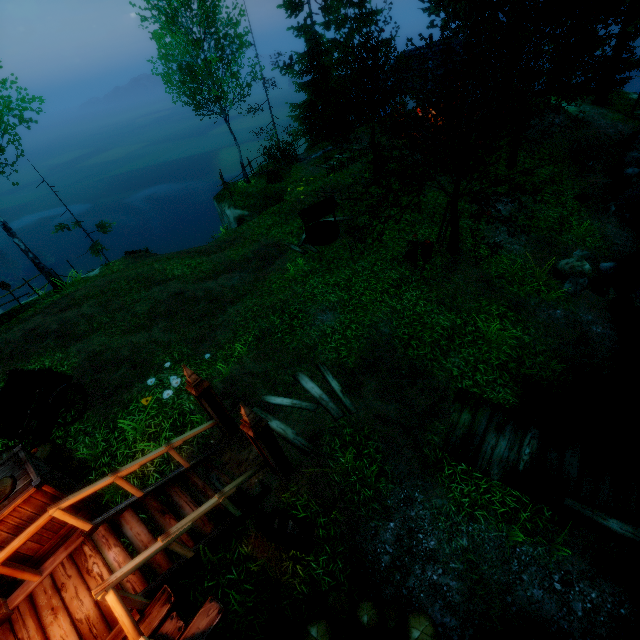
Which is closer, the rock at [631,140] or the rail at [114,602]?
the rail at [114,602]

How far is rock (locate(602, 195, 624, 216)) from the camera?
13.4m

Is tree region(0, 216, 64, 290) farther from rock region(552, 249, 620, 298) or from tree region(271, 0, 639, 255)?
rock region(552, 249, 620, 298)

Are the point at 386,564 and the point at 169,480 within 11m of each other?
yes

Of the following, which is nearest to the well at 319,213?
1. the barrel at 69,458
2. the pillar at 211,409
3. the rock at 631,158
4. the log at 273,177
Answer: the log at 273,177

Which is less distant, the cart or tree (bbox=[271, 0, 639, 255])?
the cart

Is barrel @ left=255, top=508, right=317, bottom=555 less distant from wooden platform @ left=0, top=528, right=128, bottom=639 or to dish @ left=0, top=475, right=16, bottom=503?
wooden platform @ left=0, top=528, right=128, bottom=639

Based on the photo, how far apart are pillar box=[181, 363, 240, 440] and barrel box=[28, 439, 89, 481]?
2.9m
